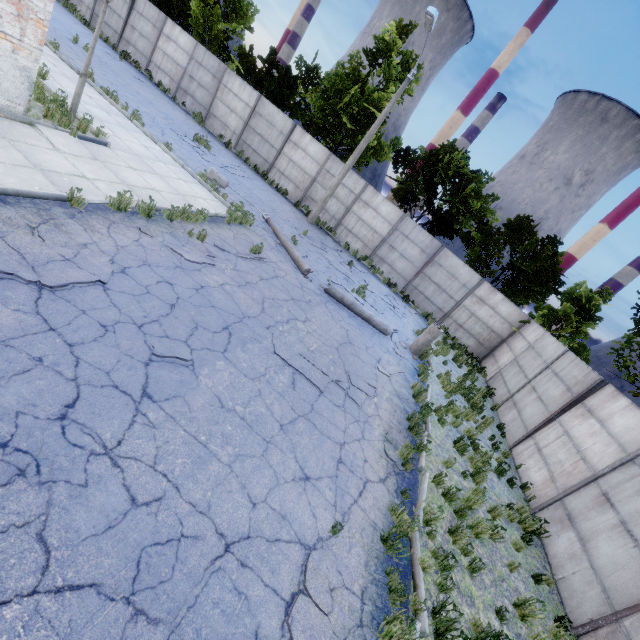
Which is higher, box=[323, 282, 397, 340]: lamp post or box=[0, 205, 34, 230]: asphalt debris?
box=[323, 282, 397, 340]: lamp post

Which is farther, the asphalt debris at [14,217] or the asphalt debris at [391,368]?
the asphalt debris at [391,368]

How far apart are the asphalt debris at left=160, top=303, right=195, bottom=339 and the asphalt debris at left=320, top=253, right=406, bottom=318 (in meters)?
10.40

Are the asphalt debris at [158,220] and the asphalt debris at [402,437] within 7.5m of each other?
yes

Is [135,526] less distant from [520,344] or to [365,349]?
[365,349]

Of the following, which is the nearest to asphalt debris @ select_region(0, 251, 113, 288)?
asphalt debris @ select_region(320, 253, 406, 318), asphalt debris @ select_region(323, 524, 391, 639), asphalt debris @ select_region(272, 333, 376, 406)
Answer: asphalt debris @ select_region(272, 333, 376, 406)

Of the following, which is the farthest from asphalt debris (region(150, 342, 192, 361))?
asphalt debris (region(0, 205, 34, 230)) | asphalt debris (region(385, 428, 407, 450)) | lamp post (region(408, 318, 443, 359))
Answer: lamp post (region(408, 318, 443, 359))

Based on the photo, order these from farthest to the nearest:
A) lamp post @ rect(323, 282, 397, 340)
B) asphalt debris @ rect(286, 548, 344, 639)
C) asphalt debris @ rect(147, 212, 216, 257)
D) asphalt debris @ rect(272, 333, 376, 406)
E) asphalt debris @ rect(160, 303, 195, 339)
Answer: lamp post @ rect(323, 282, 397, 340), asphalt debris @ rect(147, 212, 216, 257), asphalt debris @ rect(272, 333, 376, 406), asphalt debris @ rect(160, 303, 195, 339), asphalt debris @ rect(286, 548, 344, 639)
